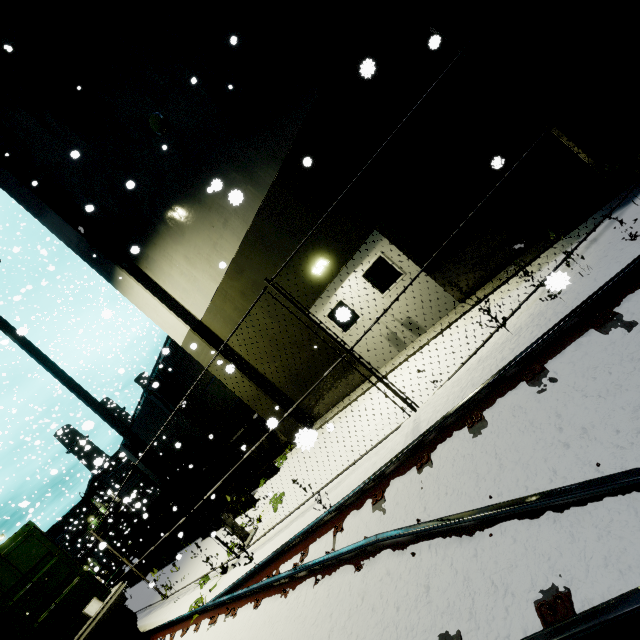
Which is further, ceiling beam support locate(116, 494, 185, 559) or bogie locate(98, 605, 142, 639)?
ceiling beam support locate(116, 494, 185, 559)

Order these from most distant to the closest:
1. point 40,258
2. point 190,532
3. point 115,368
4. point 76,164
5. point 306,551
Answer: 1. point 115,368
2. point 40,258
3. point 190,532
4. point 76,164
5. point 306,551

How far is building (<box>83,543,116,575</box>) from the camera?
20.33m

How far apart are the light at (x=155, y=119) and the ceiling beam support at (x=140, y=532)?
20.5 meters

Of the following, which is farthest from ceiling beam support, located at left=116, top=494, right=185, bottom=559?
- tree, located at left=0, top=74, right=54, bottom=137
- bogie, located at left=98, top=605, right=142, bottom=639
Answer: bogie, located at left=98, top=605, right=142, bottom=639

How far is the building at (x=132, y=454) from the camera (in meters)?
20.76
